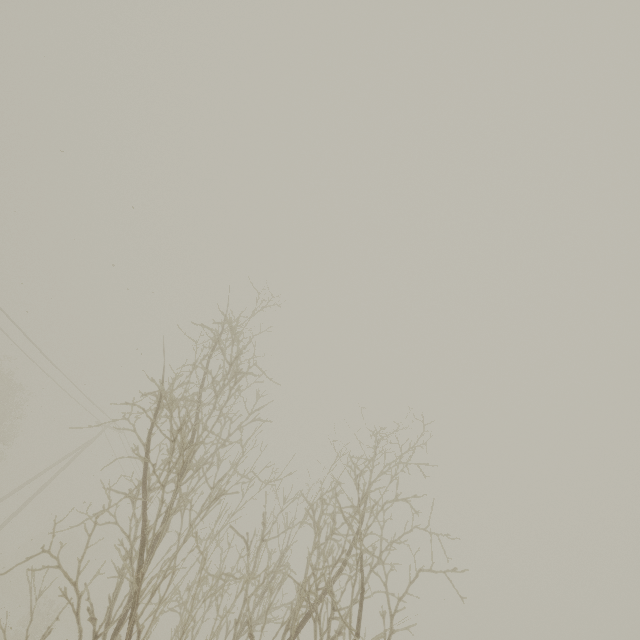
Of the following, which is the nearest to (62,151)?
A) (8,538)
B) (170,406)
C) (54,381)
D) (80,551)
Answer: (170,406)
